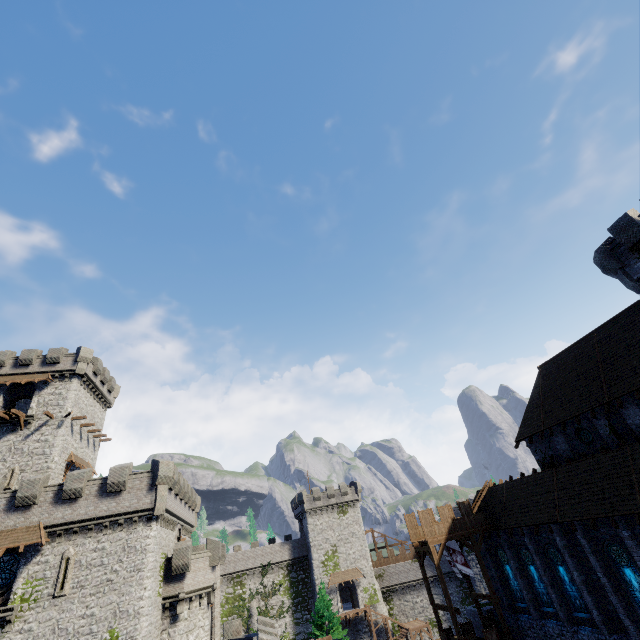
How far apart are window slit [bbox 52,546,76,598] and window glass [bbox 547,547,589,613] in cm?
3411

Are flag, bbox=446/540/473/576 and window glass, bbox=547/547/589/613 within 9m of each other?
yes

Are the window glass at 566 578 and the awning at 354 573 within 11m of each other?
no

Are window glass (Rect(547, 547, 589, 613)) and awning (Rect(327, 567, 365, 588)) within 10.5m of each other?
no

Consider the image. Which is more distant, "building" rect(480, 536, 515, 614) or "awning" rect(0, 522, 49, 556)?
"building" rect(480, 536, 515, 614)

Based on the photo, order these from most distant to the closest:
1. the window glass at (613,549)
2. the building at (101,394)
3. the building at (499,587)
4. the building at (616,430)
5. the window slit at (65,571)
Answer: the building at (101,394), the building at (499,587), the window slit at (65,571), the building at (616,430), the window glass at (613,549)

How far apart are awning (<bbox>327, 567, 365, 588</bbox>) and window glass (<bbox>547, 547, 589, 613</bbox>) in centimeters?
3674cm

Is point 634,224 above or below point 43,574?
above
